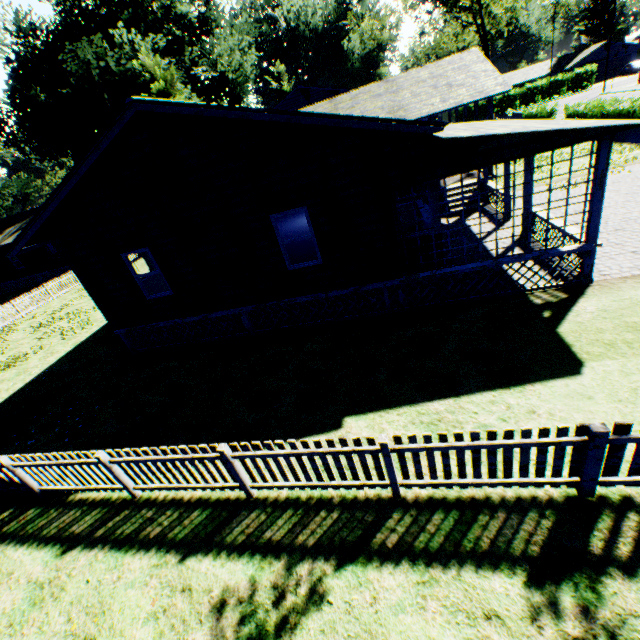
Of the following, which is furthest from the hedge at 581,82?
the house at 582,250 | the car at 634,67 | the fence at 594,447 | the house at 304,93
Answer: the house at 582,250

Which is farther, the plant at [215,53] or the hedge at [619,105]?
the plant at [215,53]

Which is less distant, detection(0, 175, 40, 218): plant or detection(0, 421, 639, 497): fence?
detection(0, 421, 639, 497): fence

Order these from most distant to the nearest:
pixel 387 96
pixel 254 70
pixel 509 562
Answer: pixel 254 70 < pixel 387 96 < pixel 509 562

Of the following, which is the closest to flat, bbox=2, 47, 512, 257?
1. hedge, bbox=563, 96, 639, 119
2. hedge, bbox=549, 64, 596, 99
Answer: hedge, bbox=563, 96, 639, 119

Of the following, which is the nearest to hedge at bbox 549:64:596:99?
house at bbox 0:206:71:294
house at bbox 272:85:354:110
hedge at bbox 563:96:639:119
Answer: house at bbox 272:85:354:110

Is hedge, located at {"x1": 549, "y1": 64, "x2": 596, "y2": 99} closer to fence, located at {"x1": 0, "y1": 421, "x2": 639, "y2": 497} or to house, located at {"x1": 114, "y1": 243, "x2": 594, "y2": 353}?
fence, located at {"x1": 0, "y1": 421, "x2": 639, "y2": 497}

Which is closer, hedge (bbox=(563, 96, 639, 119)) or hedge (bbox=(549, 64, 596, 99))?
hedge (bbox=(563, 96, 639, 119))
